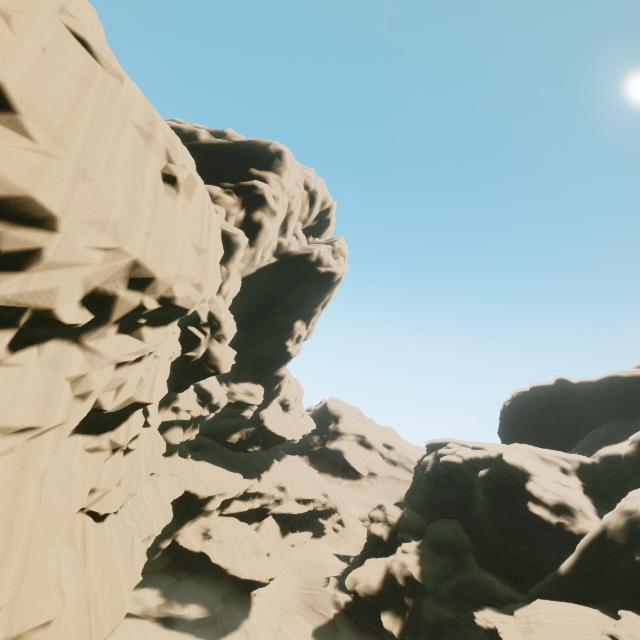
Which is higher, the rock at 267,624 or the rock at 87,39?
the rock at 87,39

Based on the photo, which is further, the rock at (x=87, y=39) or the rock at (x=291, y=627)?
the rock at (x=291, y=627)

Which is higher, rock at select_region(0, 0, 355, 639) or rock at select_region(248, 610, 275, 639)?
rock at select_region(0, 0, 355, 639)

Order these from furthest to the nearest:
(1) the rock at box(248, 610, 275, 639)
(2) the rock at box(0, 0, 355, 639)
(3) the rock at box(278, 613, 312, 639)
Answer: (3) the rock at box(278, 613, 312, 639)
(1) the rock at box(248, 610, 275, 639)
(2) the rock at box(0, 0, 355, 639)

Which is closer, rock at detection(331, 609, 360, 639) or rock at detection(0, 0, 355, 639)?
rock at detection(0, 0, 355, 639)

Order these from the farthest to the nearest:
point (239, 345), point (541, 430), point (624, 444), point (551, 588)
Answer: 1. point (541, 430)
2. point (239, 345)
3. point (624, 444)
4. point (551, 588)
